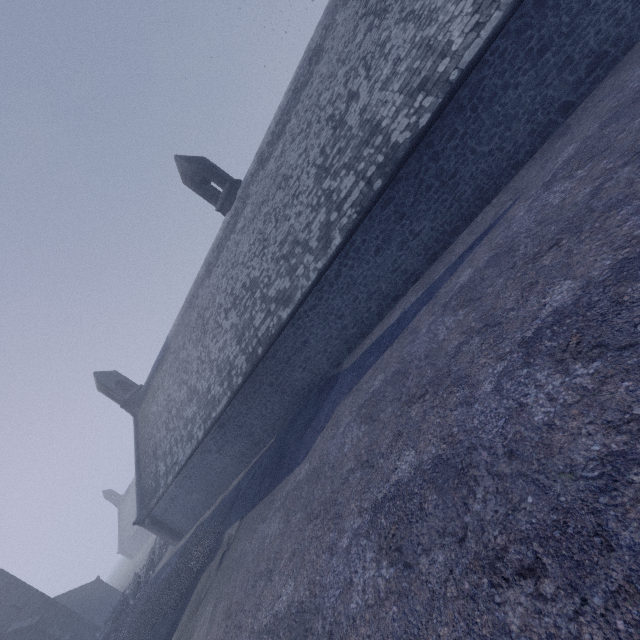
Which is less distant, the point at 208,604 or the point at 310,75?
the point at 208,604
